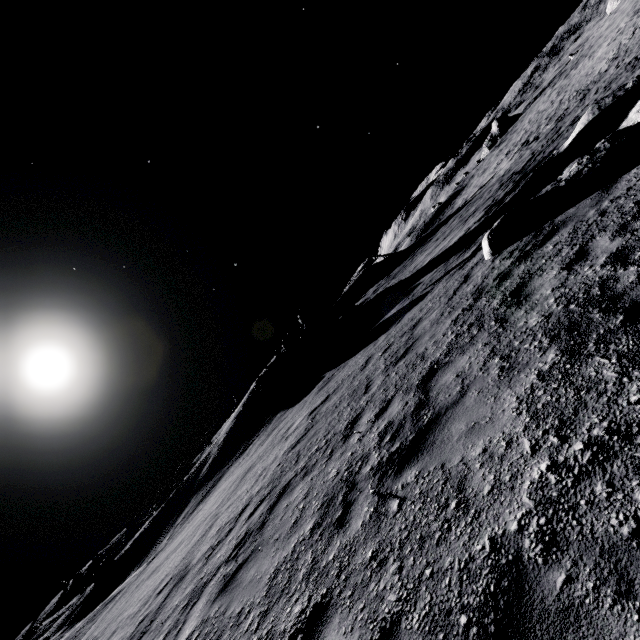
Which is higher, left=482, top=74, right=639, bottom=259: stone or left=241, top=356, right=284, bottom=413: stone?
left=241, top=356, right=284, bottom=413: stone

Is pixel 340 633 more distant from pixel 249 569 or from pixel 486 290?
pixel 486 290

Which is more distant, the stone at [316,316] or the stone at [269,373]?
the stone at [316,316]

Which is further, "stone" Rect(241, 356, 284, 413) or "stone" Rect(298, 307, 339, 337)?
"stone" Rect(298, 307, 339, 337)

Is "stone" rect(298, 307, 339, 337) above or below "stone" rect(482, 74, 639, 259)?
above

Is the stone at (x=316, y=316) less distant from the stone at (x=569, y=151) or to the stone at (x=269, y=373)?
the stone at (x=269, y=373)

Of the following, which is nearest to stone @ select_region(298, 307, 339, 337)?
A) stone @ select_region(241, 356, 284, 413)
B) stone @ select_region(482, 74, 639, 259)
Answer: stone @ select_region(241, 356, 284, 413)

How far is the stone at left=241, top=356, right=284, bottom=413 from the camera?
22.6 meters
